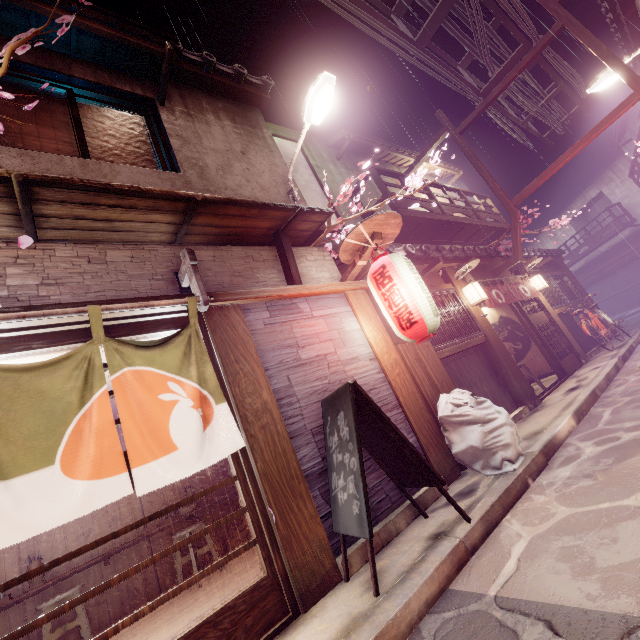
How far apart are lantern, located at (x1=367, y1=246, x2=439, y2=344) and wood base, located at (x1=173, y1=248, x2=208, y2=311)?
3.5m

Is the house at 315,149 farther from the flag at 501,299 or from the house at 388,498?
the flag at 501,299

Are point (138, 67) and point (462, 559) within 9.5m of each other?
no

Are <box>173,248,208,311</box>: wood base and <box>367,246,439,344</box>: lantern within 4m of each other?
yes

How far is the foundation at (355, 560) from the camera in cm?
A: 513

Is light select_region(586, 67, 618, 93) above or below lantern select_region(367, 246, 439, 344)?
above

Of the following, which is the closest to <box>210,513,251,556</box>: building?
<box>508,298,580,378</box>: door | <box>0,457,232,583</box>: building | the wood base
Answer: <box>0,457,232,583</box>: building

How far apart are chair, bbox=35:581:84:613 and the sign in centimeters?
665cm
